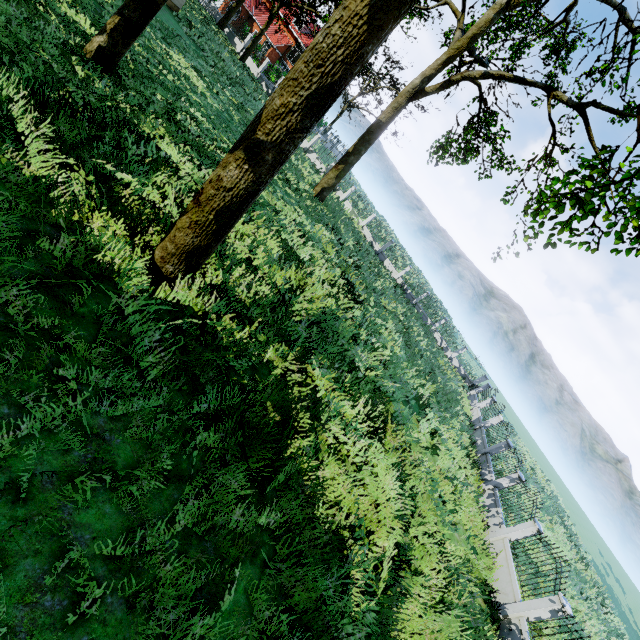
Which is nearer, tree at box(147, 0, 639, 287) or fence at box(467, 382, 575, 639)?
tree at box(147, 0, 639, 287)

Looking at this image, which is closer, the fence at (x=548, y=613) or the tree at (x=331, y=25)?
the tree at (x=331, y=25)

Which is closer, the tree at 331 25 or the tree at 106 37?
the tree at 331 25

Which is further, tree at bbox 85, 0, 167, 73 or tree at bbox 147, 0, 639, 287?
tree at bbox 85, 0, 167, 73

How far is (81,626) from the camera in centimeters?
342cm
